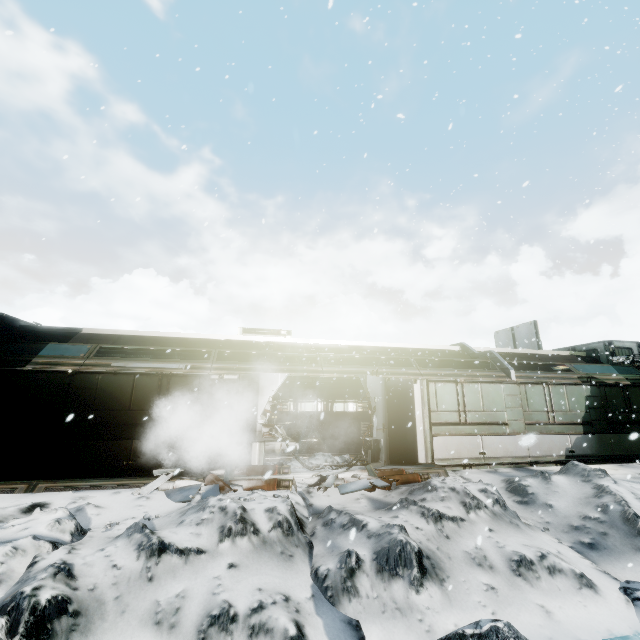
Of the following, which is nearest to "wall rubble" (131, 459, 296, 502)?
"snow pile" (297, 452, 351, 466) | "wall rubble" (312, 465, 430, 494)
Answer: "snow pile" (297, 452, 351, 466)

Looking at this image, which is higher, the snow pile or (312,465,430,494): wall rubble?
the snow pile

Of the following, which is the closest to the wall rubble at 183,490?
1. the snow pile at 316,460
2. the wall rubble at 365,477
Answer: the snow pile at 316,460

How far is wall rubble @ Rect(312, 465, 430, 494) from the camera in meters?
7.9

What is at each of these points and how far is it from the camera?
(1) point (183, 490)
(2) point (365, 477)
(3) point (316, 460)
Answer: (1) wall rubble, 7.5 meters
(2) wall rubble, 8.5 meters
(3) snow pile, 10.2 meters

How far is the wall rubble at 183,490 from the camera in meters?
7.4

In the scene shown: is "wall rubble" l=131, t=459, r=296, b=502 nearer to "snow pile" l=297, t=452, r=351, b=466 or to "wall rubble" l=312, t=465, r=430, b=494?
"snow pile" l=297, t=452, r=351, b=466

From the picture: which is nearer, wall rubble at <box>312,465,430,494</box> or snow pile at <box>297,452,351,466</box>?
wall rubble at <box>312,465,430,494</box>
